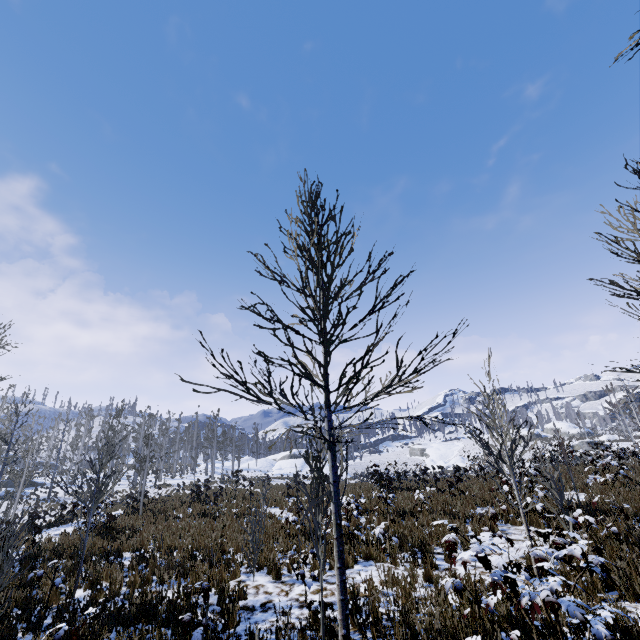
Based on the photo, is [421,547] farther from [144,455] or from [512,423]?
[144,455]

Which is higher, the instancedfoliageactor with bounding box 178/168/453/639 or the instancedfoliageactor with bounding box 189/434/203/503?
the instancedfoliageactor with bounding box 189/434/203/503

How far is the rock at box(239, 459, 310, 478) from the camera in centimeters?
5044cm

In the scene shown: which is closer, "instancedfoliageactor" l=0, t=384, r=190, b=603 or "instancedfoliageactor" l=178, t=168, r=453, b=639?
"instancedfoliageactor" l=178, t=168, r=453, b=639

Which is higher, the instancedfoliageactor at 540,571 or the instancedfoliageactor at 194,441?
the instancedfoliageactor at 194,441

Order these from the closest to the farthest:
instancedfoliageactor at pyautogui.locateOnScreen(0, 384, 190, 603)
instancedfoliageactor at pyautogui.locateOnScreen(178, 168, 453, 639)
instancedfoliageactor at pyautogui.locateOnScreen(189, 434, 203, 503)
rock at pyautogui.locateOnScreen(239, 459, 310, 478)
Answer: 1. instancedfoliageactor at pyautogui.locateOnScreen(178, 168, 453, 639)
2. instancedfoliageactor at pyautogui.locateOnScreen(0, 384, 190, 603)
3. instancedfoliageactor at pyautogui.locateOnScreen(189, 434, 203, 503)
4. rock at pyautogui.locateOnScreen(239, 459, 310, 478)

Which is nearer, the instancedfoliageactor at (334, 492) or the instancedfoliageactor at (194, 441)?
the instancedfoliageactor at (334, 492)

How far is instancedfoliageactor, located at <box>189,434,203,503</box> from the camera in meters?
17.3
